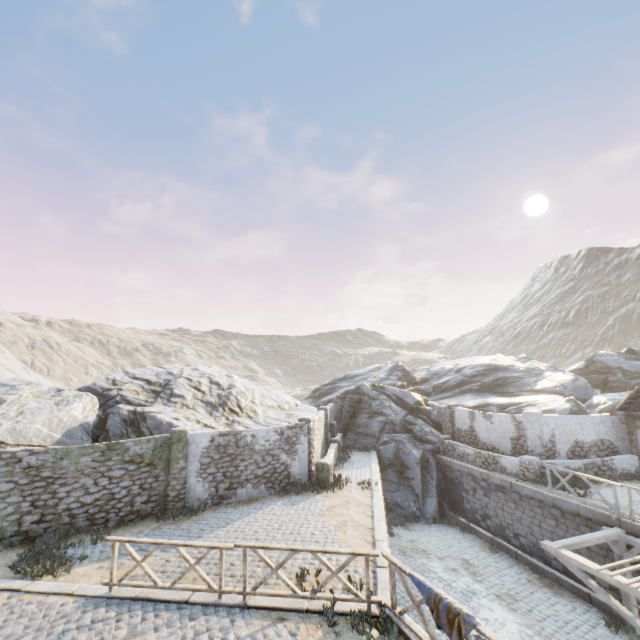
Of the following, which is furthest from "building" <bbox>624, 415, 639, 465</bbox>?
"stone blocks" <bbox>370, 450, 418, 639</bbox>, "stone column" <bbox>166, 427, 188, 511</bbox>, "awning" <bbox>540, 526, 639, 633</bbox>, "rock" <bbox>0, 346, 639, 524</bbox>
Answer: "stone column" <bbox>166, 427, 188, 511</bbox>

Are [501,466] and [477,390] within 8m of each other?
no

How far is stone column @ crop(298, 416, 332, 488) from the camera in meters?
15.2 m

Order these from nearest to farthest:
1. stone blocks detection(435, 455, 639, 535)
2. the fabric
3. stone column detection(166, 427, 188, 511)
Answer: the fabric < stone blocks detection(435, 455, 639, 535) < stone column detection(166, 427, 188, 511)

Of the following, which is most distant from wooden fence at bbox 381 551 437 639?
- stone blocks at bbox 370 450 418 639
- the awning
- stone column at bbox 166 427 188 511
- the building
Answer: the building

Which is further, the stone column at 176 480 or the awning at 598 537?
the stone column at 176 480

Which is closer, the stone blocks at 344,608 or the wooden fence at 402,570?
the wooden fence at 402,570

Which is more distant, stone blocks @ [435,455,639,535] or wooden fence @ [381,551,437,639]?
stone blocks @ [435,455,639,535]
